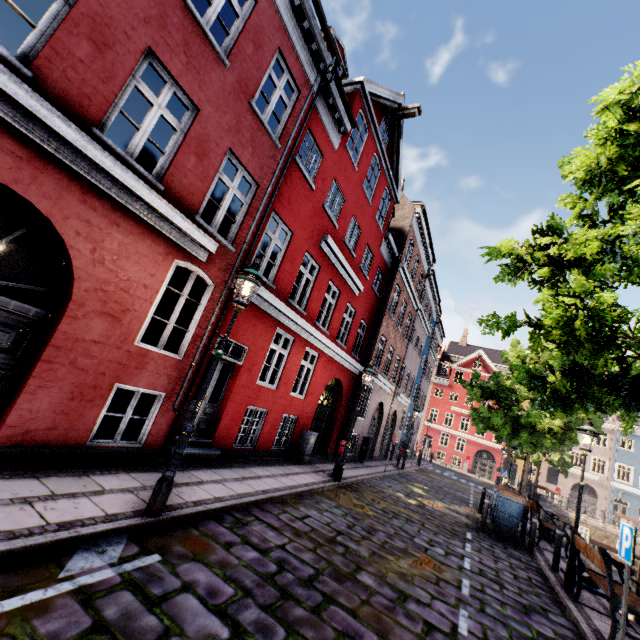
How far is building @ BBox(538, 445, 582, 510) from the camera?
36.1 meters

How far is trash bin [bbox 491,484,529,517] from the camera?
10.88m

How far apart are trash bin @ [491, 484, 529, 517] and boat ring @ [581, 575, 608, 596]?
1.78m

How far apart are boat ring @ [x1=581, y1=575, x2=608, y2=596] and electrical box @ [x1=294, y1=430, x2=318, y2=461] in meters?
7.8

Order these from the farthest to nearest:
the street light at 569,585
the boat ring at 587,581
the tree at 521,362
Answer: the boat ring at 587,581, the street light at 569,585, the tree at 521,362

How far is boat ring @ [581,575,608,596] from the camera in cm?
783

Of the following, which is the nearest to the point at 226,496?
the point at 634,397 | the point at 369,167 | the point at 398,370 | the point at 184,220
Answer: the point at 184,220

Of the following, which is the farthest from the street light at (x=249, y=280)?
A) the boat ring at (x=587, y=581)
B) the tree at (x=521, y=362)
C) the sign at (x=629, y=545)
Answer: the sign at (x=629, y=545)
